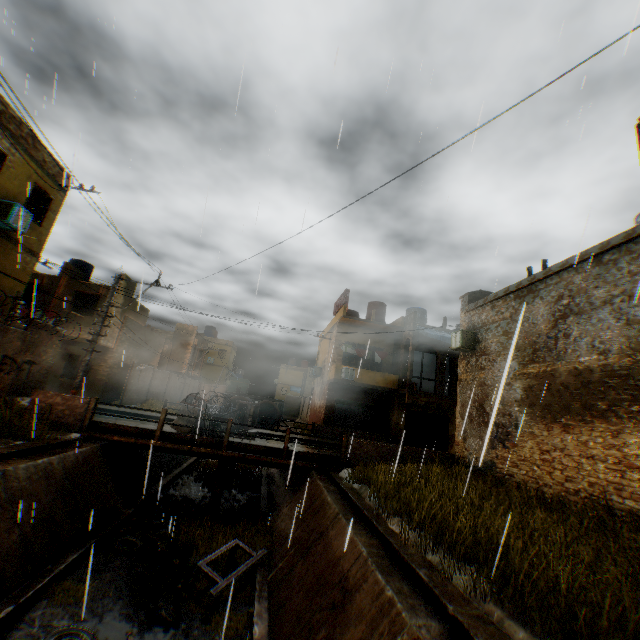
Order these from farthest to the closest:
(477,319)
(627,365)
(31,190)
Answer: (477,319) → (31,190) → (627,365)

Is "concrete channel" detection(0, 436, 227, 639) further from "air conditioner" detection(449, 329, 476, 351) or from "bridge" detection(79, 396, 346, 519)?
"air conditioner" detection(449, 329, 476, 351)

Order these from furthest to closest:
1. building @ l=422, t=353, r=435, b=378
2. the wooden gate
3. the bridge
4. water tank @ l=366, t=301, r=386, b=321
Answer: building @ l=422, t=353, r=435, b=378 → water tank @ l=366, t=301, r=386, b=321 → the wooden gate → the bridge

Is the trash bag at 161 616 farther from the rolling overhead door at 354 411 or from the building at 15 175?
the rolling overhead door at 354 411

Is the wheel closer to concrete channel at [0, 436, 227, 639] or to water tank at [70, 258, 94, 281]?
concrete channel at [0, 436, 227, 639]

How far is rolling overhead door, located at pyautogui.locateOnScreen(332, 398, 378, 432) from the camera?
23.7 meters

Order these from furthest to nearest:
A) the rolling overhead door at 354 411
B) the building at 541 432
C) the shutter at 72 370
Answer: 1. the rolling overhead door at 354 411
2. the shutter at 72 370
3. the building at 541 432

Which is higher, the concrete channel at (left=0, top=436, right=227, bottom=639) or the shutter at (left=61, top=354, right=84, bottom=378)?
the shutter at (left=61, top=354, right=84, bottom=378)
